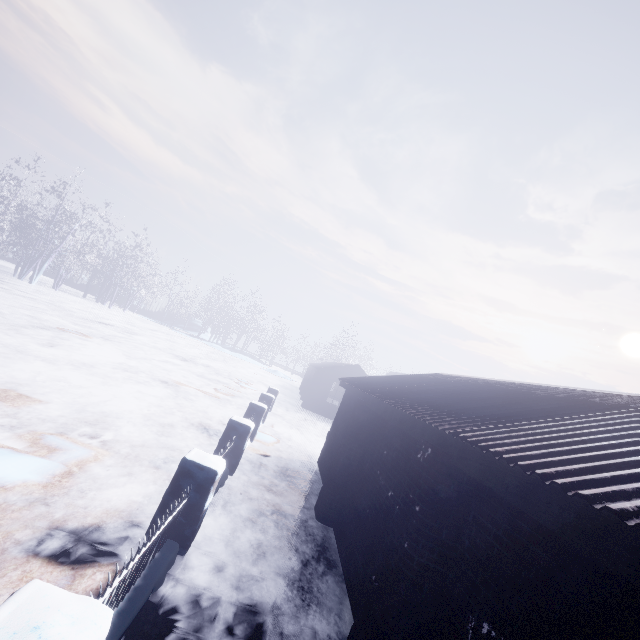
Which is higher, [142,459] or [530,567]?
[530,567]

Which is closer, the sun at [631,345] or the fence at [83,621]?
the fence at [83,621]

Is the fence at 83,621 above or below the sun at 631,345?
below

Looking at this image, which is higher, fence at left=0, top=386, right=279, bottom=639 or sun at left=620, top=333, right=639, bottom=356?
sun at left=620, top=333, right=639, bottom=356

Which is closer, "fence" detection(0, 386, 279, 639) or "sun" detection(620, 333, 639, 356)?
"fence" detection(0, 386, 279, 639)
